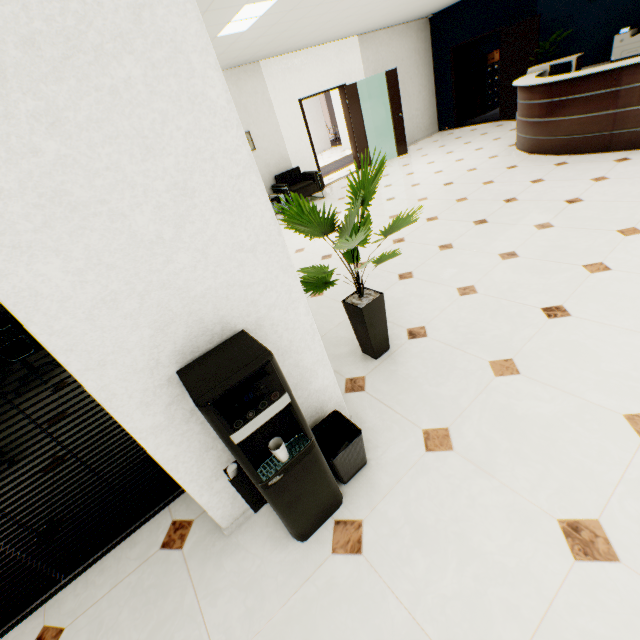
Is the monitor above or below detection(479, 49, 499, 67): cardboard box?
below

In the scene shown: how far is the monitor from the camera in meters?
A: 5.1 m

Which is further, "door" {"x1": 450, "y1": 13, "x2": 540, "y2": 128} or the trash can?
"door" {"x1": 450, "y1": 13, "x2": 540, "y2": 128}

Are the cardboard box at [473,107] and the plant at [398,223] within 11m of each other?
no

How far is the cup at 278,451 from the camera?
1.4m

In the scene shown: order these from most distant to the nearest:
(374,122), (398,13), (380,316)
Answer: (374,122), (398,13), (380,316)

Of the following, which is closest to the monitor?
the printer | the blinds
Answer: the printer

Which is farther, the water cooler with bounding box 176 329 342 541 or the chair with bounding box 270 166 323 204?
the chair with bounding box 270 166 323 204
